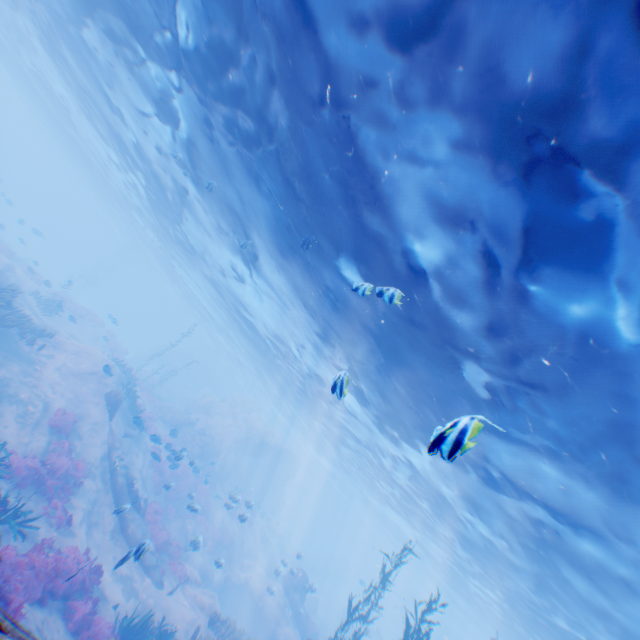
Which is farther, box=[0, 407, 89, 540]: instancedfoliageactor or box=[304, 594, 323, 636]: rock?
box=[304, 594, 323, 636]: rock

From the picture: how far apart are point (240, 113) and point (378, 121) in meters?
5.8

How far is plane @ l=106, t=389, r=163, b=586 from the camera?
13.6 meters

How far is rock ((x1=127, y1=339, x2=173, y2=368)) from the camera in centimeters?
4966cm

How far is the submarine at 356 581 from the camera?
54.5 meters

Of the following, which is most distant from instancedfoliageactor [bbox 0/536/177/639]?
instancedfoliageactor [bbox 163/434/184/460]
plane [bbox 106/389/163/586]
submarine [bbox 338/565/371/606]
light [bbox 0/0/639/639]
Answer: submarine [bbox 338/565/371/606]

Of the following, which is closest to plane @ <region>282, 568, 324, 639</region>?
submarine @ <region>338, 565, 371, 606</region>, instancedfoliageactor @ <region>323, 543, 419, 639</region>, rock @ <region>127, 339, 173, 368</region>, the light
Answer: instancedfoliageactor @ <region>323, 543, 419, 639</region>

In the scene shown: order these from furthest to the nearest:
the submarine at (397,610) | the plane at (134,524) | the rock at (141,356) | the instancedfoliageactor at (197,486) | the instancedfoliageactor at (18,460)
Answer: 1. the rock at (141,356)
2. the submarine at (397,610)
3. the instancedfoliageactor at (197,486)
4. the plane at (134,524)
5. the instancedfoliageactor at (18,460)
